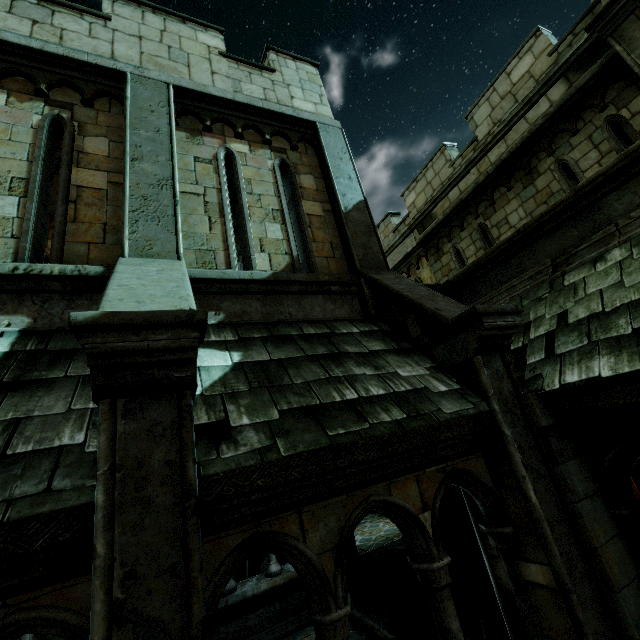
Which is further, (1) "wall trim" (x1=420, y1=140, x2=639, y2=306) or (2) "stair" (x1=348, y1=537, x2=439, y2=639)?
(2) "stair" (x1=348, y1=537, x2=439, y2=639)

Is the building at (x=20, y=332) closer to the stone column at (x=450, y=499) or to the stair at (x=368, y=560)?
the stair at (x=368, y=560)

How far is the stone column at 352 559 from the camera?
7.2m

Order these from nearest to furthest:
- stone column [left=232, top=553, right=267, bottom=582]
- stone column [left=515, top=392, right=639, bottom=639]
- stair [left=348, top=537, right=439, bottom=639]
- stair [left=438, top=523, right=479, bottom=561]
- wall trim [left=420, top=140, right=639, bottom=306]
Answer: stone column [left=515, top=392, right=639, bottom=639]
wall trim [left=420, top=140, right=639, bottom=306]
stair [left=348, top=537, right=439, bottom=639]
stair [left=438, top=523, right=479, bottom=561]
stone column [left=232, top=553, right=267, bottom=582]

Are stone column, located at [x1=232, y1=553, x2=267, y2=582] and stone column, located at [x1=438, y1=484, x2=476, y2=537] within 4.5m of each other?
no

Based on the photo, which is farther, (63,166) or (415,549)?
(63,166)

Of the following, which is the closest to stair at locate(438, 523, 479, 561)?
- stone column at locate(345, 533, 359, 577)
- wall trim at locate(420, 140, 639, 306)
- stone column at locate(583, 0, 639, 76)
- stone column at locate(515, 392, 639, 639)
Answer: stone column at locate(345, 533, 359, 577)

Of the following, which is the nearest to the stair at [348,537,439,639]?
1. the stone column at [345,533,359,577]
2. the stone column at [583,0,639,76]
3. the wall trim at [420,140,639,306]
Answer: the stone column at [345,533,359,577]
